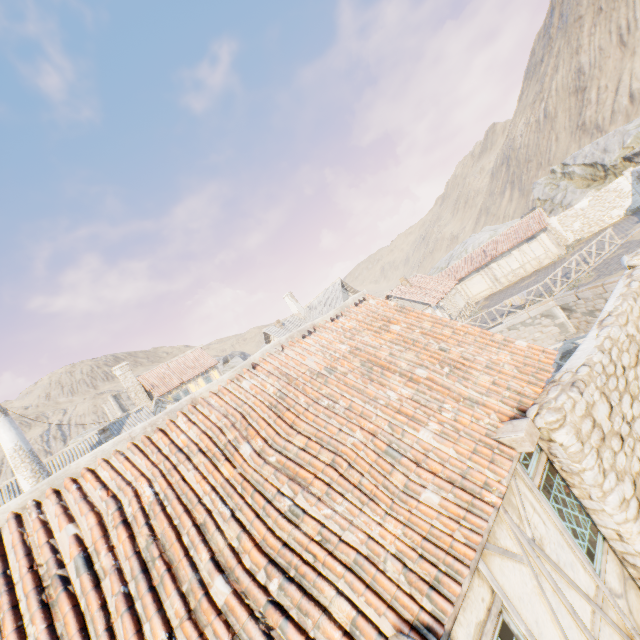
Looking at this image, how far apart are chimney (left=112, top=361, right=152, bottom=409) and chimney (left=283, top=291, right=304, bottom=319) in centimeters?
1688cm

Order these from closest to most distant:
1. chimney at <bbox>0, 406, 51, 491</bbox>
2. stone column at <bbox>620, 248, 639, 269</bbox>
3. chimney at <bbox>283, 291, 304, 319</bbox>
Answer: stone column at <bbox>620, 248, 639, 269</bbox>
chimney at <bbox>0, 406, 51, 491</bbox>
chimney at <bbox>283, 291, 304, 319</bbox>

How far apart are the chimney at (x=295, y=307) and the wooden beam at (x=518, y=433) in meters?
31.9

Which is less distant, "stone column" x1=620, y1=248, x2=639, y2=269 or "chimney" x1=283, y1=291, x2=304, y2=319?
"stone column" x1=620, y1=248, x2=639, y2=269

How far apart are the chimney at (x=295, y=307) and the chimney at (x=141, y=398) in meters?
16.9 m

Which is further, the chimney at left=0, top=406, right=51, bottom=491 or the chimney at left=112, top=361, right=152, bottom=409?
the chimney at left=112, top=361, right=152, bottom=409

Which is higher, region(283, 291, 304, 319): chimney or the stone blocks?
region(283, 291, 304, 319): chimney

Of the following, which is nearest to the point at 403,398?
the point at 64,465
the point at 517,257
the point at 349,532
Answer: the point at 349,532
